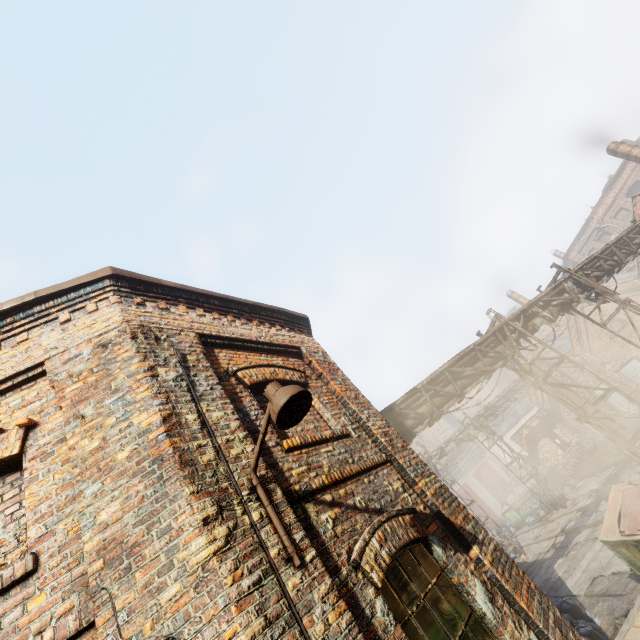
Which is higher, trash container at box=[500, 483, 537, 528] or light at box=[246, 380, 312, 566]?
light at box=[246, 380, 312, 566]

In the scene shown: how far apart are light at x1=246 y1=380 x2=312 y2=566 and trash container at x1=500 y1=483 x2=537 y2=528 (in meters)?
25.64

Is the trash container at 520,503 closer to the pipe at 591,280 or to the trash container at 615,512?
the pipe at 591,280

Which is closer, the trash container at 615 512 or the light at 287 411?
the light at 287 411

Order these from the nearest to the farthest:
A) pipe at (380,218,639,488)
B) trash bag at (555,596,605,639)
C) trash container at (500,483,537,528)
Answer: trash bag at (555,596,605,639), pipe at (380,218,639,488), trash container at (500,483,537,528)

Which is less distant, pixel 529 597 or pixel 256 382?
pixel 529 597

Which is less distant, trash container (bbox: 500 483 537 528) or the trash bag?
the trash bag

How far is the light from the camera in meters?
2.7
